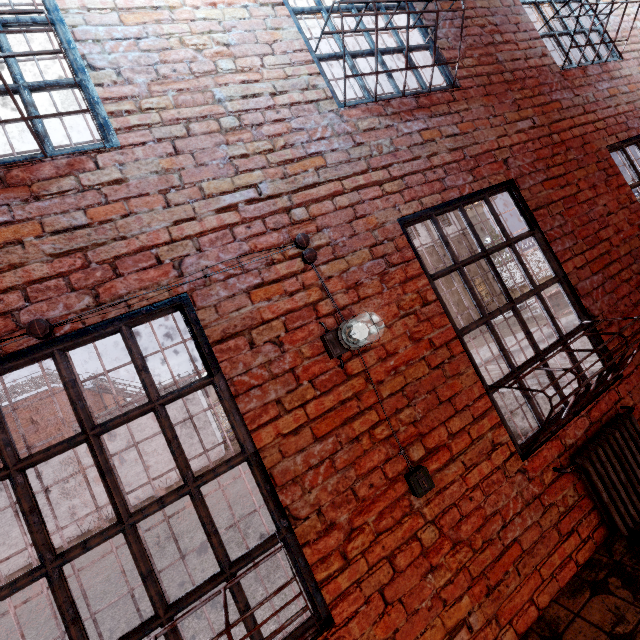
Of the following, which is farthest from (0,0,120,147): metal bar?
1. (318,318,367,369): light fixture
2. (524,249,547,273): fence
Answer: (524,249,547,273): fence

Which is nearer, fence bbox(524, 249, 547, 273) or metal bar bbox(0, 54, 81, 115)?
metal bar bbox(0, 54, 81, 115)

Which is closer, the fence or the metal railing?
the metal railing

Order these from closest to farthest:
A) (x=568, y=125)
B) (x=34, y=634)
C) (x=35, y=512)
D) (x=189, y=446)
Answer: (x=35, y=512) → (x=568, y=125) → (x=34, y=634) → (x=189, y=446)

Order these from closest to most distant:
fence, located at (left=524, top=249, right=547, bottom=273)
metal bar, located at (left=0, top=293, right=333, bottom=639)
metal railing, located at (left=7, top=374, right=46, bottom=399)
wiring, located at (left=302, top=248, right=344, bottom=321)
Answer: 1. metal bar, located at (left=0, top=293, right=333, bottom=639)
2. wiring, located at (left=302, top=248, right=344, bottom=321)
3. metal railing, located at (left=7, top=374, right=46, bottom=399)
4. fence, located at (left=524, top=249, right=547, bottom=273)

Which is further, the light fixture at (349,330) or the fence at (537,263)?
the fence at (537,263)

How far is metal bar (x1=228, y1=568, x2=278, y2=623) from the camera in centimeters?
163cm

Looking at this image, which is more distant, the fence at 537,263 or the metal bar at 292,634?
the fence at 537,263
